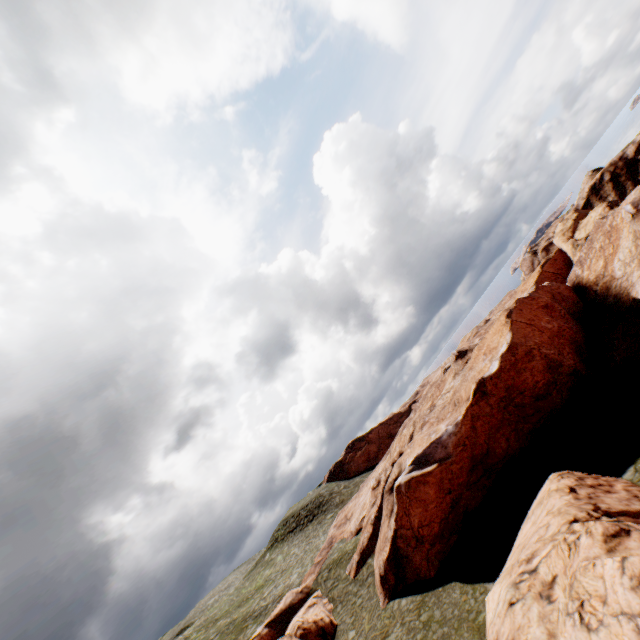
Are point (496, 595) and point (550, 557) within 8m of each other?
yes

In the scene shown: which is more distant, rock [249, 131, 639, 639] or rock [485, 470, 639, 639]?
rock [249, 131, 639, 639]

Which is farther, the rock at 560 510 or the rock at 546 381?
the rock at 546 381
